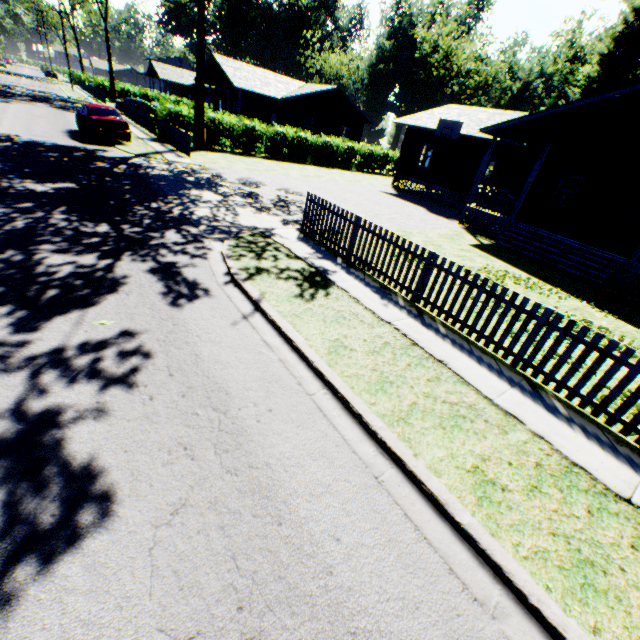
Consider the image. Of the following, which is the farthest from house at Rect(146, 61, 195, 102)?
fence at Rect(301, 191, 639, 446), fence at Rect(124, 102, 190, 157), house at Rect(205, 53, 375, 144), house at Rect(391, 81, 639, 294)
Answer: fence at Rect(301, 191, 639, 446)

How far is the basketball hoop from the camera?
20.39m

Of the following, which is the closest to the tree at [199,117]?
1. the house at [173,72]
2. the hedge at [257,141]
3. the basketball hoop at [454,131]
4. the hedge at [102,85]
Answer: the hedge at [257,141]

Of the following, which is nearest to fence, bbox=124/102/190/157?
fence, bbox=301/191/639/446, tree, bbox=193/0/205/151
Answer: tree, bbox=193/0/205/151

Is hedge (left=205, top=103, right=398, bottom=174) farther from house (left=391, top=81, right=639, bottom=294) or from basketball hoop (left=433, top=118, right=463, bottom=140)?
basketball hoop (left=433, top=118, right=463, bottom=140)

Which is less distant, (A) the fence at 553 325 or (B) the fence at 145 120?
(A) the fence at 553 325

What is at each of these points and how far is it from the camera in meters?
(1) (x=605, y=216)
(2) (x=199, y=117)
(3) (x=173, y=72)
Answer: (1) house, 16.6
(2) tree, 21.1
(3) house, 56.3

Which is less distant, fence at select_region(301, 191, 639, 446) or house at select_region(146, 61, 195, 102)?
fence at select_region(301, 191, 639, 446)
